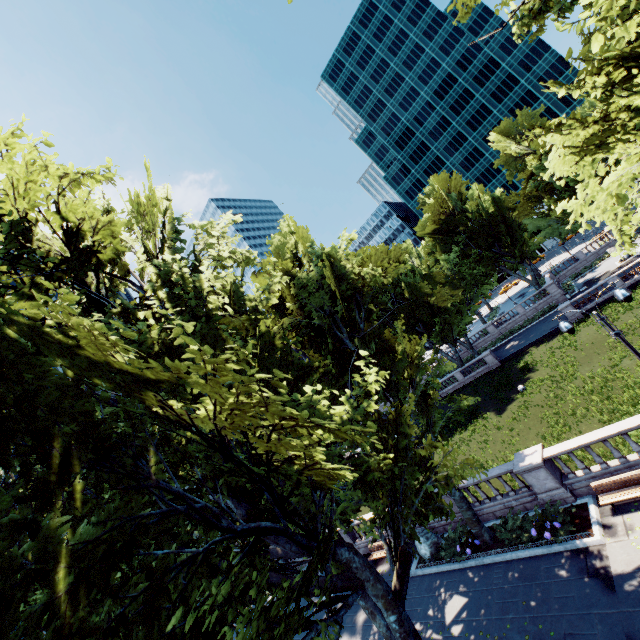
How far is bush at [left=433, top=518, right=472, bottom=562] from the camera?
15.92m

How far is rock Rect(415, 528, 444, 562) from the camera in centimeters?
1734cm

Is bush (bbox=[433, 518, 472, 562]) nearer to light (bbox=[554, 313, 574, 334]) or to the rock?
the rock

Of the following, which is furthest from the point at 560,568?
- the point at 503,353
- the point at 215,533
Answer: the point at 503,353

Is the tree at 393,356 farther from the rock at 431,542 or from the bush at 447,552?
the rock at 431,542

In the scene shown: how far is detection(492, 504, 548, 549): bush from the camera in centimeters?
1391cm

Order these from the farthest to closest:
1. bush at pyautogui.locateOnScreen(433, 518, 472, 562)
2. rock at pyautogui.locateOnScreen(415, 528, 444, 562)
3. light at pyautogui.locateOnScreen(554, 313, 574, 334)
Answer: rock at pyautogui.locateOnScreen(415, 528, 444, 562), bush at pyautogui.locateOnScreen(433, 518, 472, 562), light at pyautogui.locateOnScreen(554, 313, 574, 334)

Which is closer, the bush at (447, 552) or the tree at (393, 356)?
the tree at (393, 356)
